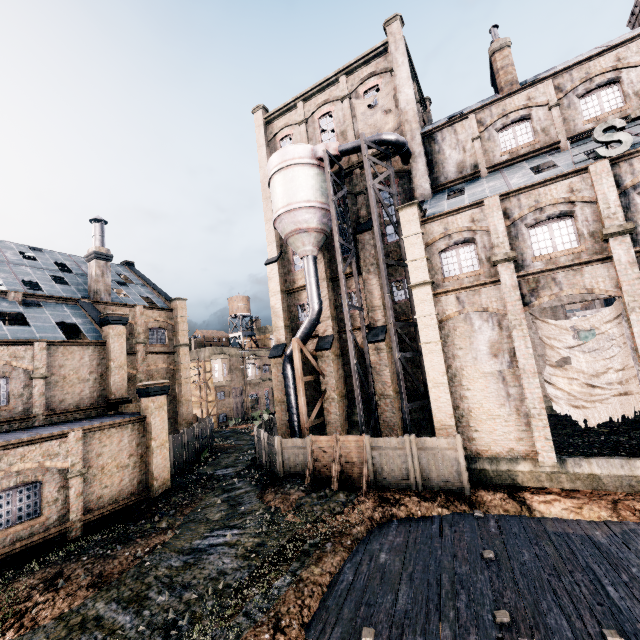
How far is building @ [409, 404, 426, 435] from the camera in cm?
2272

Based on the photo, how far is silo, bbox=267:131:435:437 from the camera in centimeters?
2038cm

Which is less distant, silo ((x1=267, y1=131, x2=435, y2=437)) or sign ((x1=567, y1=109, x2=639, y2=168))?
sign ((x1=567, y1=109, x2=639, y2=168))

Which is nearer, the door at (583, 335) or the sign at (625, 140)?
the sign at (625, 140)

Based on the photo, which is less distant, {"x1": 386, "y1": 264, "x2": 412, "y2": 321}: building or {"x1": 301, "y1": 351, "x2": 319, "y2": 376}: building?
{"x1": 386, "y1": 264, "x2": 412, "y2": 321}: building

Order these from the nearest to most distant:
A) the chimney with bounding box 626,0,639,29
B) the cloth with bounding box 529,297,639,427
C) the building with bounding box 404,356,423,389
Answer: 1. the cloth with bounding box 529,297,639,427
2. the chimney with bounding box 626,0,639,29
3. the building with bounding box 404,356,423,389

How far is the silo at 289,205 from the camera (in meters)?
20.38

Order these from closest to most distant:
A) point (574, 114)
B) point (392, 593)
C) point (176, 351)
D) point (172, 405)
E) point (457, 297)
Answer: point (392, 593), point (457, 297), point (574, 114), point (172, 405), point (176, 351)
